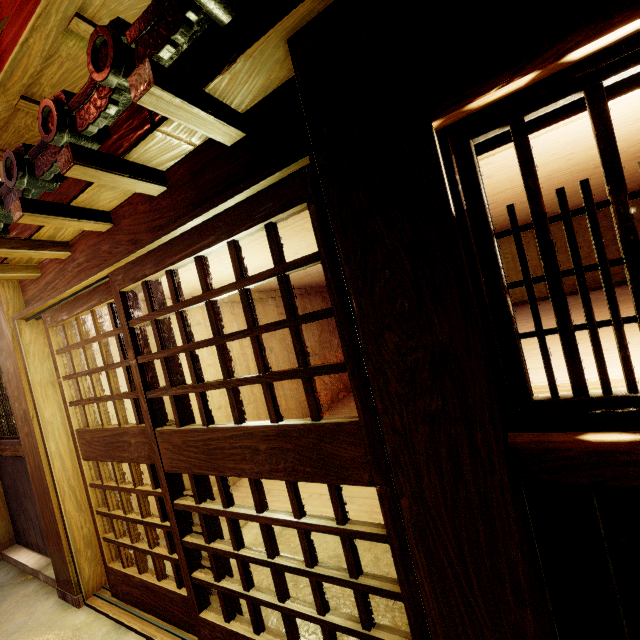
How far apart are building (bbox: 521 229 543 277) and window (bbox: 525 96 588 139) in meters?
9.0

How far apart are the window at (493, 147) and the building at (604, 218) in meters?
9.0 m

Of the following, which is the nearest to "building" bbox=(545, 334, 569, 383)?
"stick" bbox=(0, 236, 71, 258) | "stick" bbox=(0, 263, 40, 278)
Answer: "stick" bbox=(0, 236, 71, 258)

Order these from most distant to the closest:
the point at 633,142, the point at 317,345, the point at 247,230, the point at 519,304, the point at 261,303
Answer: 1. the point at 317,345
2. the point at 261,303
3. the point at 519,304
4. the point at 633,142
5. the point at 247,230

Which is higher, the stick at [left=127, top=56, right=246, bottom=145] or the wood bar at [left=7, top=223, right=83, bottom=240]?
the wood bar at [left=7, top=223, right=83, bottom=240]

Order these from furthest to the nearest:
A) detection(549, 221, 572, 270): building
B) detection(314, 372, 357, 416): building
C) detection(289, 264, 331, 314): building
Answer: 1. detection(314, 372, 357, 416): building
2. detection(289, 264, 331, 314): building
3. detection(549, 221, 572, 270): building

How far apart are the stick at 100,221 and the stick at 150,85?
2.1m

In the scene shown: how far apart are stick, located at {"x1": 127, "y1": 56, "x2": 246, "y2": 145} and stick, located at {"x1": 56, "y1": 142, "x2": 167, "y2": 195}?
0.93m
